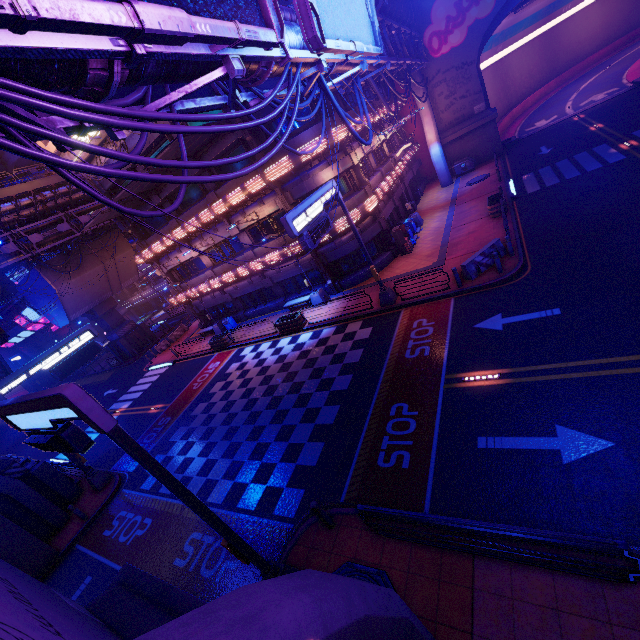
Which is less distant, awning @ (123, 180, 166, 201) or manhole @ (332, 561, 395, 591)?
manhole @ (332, 561, 395, 591)

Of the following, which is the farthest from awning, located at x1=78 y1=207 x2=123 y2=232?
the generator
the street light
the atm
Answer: the generator

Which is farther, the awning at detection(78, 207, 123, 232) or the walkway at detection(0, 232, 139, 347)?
the walkway at detection(0, 232, 139, 347)

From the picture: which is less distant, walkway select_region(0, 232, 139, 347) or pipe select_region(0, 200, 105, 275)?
pipe select_region(0, 200, 105, 275)

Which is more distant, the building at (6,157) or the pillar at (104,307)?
the building at (6,157)

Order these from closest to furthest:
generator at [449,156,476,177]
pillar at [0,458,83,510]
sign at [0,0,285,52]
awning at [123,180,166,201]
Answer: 1. sign at [0,0,285,52]
2. pillar at [0,458,83,510]
3. awning at [123,180,166,201]
4. generator at [449,156,476,177]

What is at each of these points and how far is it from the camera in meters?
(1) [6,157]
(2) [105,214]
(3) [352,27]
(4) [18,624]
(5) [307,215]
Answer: (1) building, 54.2 m
(2) awning, 23.4 m
(3) sign, 10.9 m
(4) wall arch, 1.8 m
(5) sign, 13.0 m

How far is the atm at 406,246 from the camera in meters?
22.2
